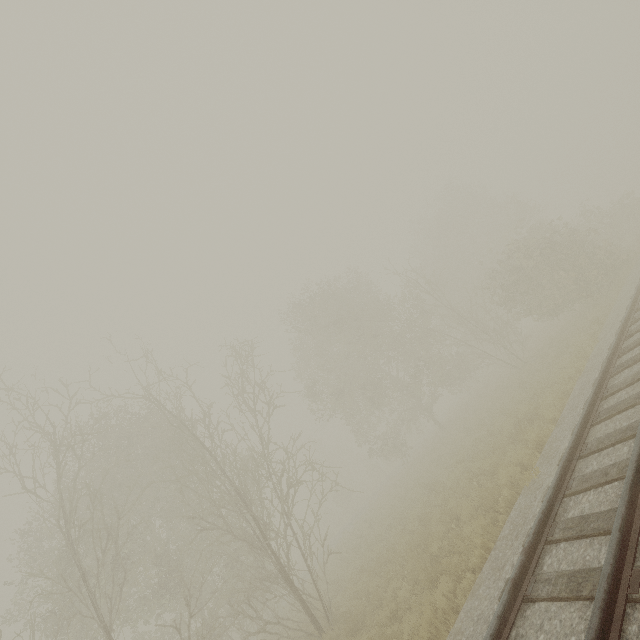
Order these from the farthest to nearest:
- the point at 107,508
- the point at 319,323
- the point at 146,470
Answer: the point at 319,323
the point at 146,470
the point at 107,508
